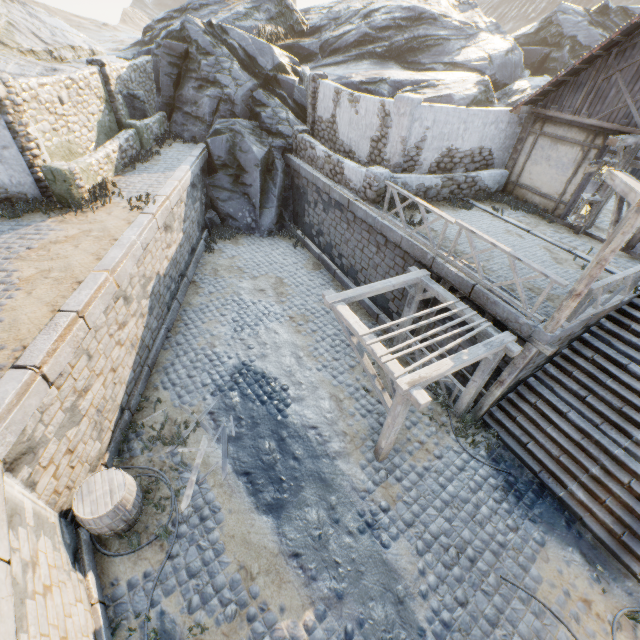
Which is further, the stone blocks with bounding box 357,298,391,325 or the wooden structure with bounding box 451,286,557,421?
the stone blocks with bounding box 357,298,391,325

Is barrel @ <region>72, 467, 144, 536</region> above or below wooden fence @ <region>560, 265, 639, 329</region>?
below

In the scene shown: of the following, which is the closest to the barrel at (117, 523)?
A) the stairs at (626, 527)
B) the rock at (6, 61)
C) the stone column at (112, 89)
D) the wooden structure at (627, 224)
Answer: the stairs at (626, 527)

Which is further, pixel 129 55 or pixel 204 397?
pixel 129 55

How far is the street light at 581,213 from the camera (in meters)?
6.26

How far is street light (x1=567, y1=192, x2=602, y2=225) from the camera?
6.3 meters

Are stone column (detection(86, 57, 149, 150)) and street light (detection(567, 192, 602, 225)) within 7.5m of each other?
no

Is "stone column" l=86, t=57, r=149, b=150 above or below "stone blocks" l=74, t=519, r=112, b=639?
above
